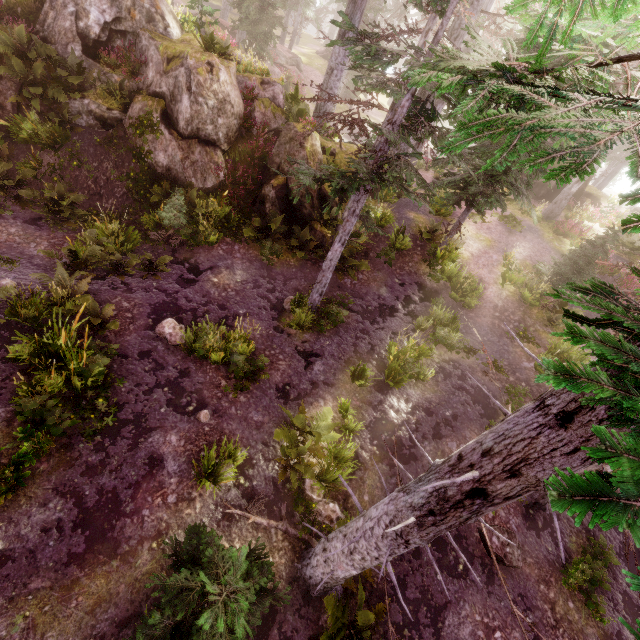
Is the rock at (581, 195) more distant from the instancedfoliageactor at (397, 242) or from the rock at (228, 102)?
the rock at (228, 102)

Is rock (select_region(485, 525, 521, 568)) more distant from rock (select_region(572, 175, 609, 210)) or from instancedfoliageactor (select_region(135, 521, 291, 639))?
rock (select_region(572, 175, 609, 210))

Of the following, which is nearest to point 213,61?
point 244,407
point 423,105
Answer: point 423,105

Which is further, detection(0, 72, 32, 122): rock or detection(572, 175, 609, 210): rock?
detection(572, 175, 609, 210): rock

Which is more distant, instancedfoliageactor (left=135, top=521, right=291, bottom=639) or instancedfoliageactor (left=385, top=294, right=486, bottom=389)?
instancedfoliageactor (left=385, top=294, right=486, bottom=389)

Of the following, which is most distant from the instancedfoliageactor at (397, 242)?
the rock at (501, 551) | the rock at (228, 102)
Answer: the rock at (501, 551)

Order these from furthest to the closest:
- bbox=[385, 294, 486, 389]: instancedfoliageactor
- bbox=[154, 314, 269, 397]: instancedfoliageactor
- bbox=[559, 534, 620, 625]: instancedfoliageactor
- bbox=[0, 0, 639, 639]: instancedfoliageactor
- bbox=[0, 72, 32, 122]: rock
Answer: bbox=[0, 72, 32, 122]: rock → bbox=[385, 294, 486, 389]: instancedfoliageactor → bbox=[154, 314, 269, 397]: instancedfoliageactor → bbox=[559, 534, 620, 625]: instancedfoliageactor → bbox=[0, 0, 639, 639]: instancedfoliageactor

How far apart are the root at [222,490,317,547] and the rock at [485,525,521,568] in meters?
4.1
